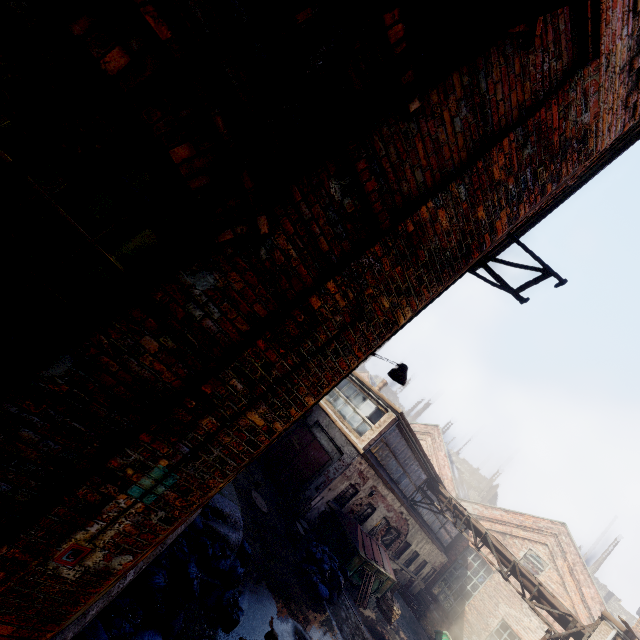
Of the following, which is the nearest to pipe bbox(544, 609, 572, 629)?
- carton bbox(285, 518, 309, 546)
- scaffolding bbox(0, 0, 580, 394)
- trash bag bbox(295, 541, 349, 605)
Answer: trash bag bbox(295, 541, 349, 605)

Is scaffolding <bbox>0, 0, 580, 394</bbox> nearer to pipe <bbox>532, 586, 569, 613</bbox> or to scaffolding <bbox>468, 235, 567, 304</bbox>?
scaffolding <bbox>468, 235, 567, 304</bbox>

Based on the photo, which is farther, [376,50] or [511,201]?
[511,201]

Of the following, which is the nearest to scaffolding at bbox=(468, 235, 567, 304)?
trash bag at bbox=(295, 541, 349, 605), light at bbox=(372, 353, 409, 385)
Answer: light at bbox=(372, 353, 409, 385)

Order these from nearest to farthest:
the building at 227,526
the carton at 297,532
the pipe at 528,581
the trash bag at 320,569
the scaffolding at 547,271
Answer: the building at 227,526, the scaffolding at 547,271, the trash bag at 320,569, the carton at 297,532, the pipe at 528,581

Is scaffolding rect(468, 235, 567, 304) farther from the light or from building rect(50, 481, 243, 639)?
building rect(50, 481, 243, 639)

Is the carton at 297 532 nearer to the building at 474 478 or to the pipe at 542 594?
the pipe at 542 594

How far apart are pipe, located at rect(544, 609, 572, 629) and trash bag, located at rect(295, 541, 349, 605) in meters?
7.8
